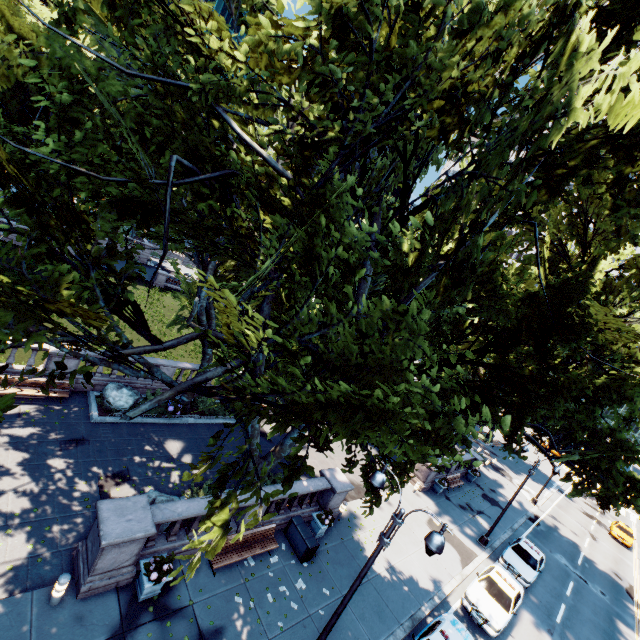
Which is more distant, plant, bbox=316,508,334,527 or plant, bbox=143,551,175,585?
plant, bbox=316,508,334,527

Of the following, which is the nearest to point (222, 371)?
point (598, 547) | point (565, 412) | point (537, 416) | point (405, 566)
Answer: point (537, 416)

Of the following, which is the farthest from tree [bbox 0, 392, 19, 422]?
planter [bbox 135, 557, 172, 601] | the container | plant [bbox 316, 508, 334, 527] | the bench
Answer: planter [bbox 135, 557, 172, 601]

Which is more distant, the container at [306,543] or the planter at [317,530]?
the planter at [317,530]

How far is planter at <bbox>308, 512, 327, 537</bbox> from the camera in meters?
14.9

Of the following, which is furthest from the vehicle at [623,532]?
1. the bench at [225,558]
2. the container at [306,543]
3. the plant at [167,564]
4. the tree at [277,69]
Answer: the plant at [167,564]

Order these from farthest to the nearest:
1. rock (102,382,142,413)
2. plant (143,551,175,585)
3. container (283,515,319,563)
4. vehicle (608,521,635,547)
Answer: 1. vehicle (608,521,635,547)
2. rock (102,382,142,413)
3. container (283,515,319,563)
4. plant (143,551,175,585)

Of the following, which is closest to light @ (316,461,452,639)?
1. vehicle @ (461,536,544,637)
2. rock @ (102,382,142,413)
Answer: vehicle @ (461,536,544,637)
